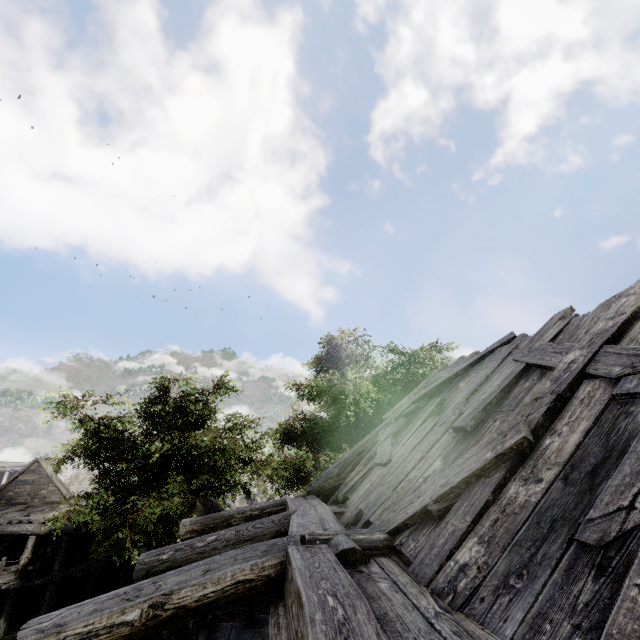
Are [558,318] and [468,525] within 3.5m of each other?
no

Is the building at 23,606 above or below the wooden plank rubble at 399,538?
below

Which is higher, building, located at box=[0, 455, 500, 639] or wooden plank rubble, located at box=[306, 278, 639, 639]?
wooden plank rubble, located at box=[306, 278, 639, 639]

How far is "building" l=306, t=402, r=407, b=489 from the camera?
7.5m

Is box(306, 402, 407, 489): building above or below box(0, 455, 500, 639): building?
above

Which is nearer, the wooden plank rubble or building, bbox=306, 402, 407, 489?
the wooden plank rubble

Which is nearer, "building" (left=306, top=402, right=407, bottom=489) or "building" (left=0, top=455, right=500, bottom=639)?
"building" (left=0, top=455, right=500, bottom=639)

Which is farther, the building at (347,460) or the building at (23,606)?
the building at (347,460)
